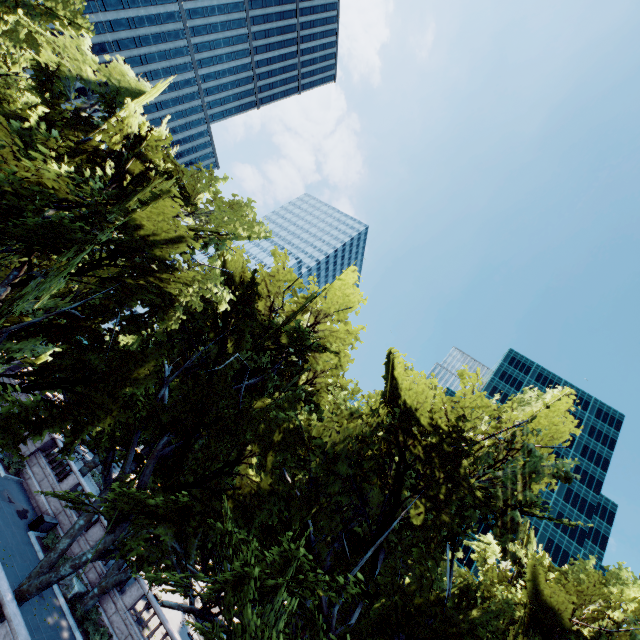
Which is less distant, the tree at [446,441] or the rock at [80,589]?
the tree at [446,441]

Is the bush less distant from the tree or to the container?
the container

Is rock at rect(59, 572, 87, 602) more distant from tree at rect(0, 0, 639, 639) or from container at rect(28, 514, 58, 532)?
container at rect(28, 514, 58, 532)

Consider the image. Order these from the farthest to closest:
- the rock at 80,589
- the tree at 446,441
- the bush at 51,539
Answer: the bush at 51,539 → the rock at 80,589 → the tree at 446,441

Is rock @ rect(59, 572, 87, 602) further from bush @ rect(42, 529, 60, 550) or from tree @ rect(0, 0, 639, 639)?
tree @ rect(0, 0, 639, 639)

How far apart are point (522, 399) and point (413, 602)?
10.51m

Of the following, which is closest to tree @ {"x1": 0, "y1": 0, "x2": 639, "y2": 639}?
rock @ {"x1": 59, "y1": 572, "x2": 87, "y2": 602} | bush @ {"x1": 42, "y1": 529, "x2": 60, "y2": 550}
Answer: rock @ {"x1": 59, "y1": 572, "x2": 87, "y2": 602}
